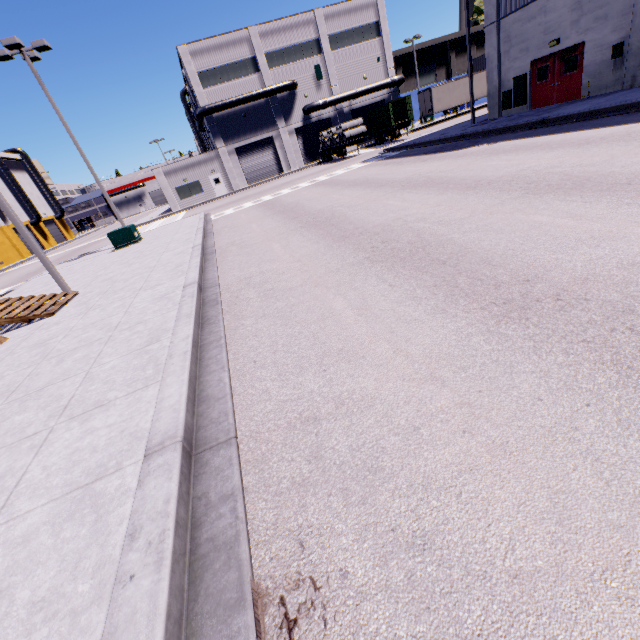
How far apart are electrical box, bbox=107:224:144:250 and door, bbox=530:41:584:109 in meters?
24.2 m

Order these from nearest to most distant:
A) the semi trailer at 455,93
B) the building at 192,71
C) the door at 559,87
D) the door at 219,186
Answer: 1. the door at 559,87
2. the building at 192,71
3. the semi trailer at 455,93
4. the door at 219,186

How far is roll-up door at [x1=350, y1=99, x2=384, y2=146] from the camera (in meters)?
42.31

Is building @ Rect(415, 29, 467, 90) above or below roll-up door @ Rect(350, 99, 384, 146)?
above

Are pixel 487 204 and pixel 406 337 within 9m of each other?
yes

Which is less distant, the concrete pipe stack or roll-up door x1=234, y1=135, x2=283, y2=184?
the concrete pipe stack

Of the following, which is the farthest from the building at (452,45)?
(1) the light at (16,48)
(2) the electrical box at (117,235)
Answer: (1) the light at (16,48)

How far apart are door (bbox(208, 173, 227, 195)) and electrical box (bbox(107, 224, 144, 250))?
23.36m
